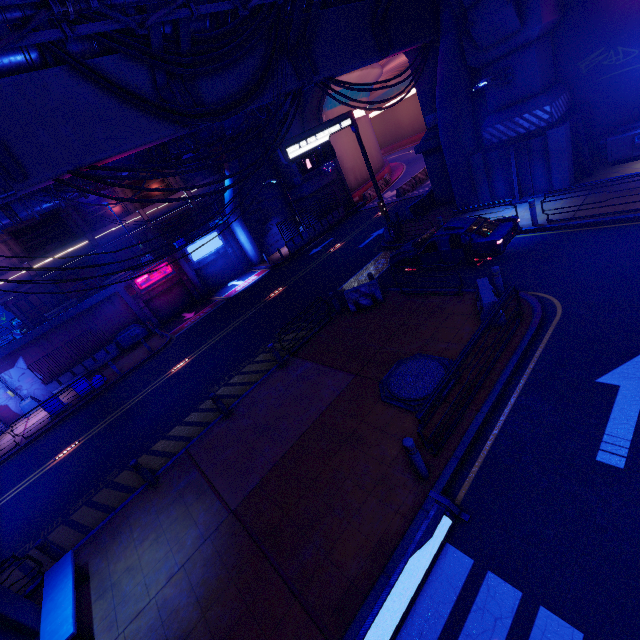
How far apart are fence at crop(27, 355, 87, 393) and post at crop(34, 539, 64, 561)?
18.9m

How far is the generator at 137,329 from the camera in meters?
24.7 m

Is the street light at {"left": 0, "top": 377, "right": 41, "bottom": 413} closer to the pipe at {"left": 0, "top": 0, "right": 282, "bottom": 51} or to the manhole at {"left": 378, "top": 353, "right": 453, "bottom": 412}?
the pipe at {"left": 0, "top": 0, "right": 282, "bottom": 51}

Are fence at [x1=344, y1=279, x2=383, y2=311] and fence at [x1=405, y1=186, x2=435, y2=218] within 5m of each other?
no

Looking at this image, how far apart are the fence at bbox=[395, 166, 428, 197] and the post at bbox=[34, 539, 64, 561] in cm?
3018

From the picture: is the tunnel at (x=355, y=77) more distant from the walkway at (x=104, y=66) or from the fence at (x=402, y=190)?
the walkway at (x=104, y=66)

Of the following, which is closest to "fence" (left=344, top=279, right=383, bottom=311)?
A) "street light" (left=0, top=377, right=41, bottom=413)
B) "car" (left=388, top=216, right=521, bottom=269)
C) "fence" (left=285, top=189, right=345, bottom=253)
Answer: "car" (left=388, top=216, right=521, bottom=269)

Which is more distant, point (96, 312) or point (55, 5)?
point (96, 312)
